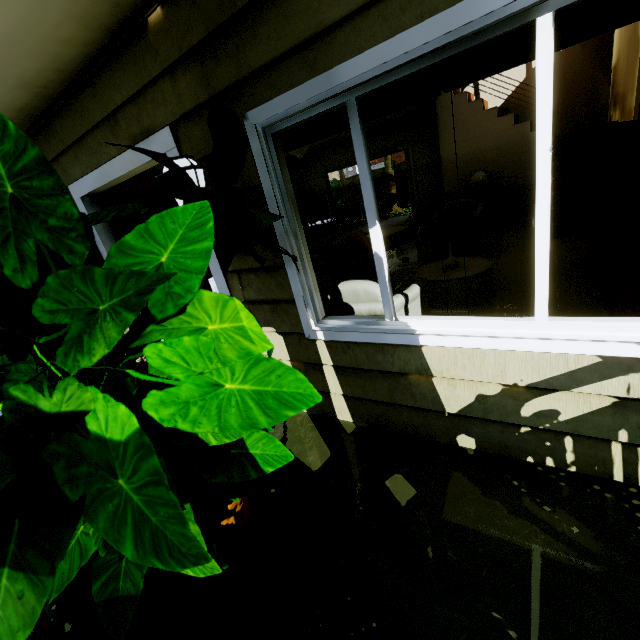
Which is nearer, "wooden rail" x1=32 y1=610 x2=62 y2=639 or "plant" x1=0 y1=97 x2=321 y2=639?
"plant" x1=0 y1=97 x2=321 y2=639

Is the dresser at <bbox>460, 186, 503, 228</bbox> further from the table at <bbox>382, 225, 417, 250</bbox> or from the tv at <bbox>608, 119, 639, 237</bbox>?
the tv at <bbox>608, 119, 639, 237</bbox>

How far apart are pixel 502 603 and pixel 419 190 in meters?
9.2

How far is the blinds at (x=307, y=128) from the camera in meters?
1.6

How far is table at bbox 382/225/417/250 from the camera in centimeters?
716cm

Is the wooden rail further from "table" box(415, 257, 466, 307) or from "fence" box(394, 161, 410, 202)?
"table" box(415, 257, 466, 307)

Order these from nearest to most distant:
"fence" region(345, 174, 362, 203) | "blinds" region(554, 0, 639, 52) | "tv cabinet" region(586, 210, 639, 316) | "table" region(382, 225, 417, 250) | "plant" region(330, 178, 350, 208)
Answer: "blinds" region(554, 0, 639, 52)
"tv cabinet" region(586, 210, 639, 316)
"table" region(382, 225, 417, 250)
"plant" region(330, 178, 350, 208)
"fence" region(345, 174, 362, 203)

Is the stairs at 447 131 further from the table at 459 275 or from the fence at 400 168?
the table at 459 275
